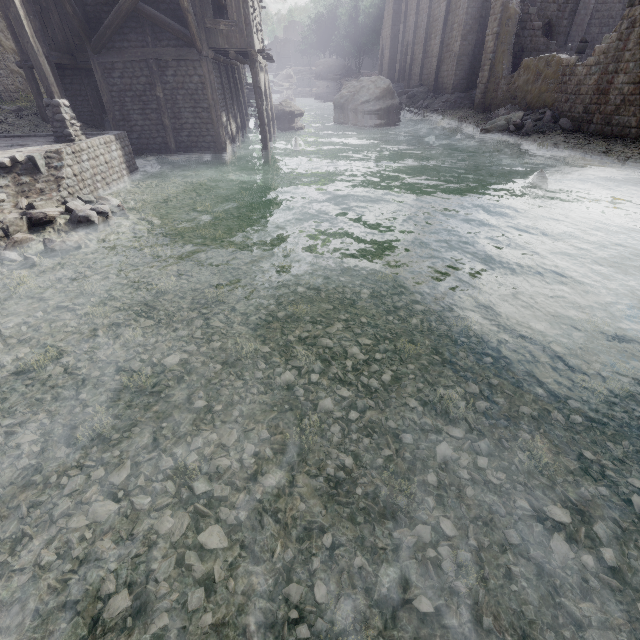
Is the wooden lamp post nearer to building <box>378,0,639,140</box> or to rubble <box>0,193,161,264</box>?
rubble <box>0,193,161,264</box>

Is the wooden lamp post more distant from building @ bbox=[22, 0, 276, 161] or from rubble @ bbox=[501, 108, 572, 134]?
rubble @ bbox=[501, 108, 572, 134]

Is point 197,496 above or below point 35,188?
below

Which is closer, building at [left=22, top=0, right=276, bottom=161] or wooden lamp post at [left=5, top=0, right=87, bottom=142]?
wooden lamp post at [left=5, top=0, right=87, bottom=142]

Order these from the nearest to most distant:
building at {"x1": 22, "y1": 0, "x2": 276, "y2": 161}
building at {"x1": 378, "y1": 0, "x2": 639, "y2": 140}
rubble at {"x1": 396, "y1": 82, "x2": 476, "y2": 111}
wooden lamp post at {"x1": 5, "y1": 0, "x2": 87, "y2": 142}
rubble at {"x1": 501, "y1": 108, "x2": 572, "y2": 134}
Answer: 1. wooden lamp post at {"x1": 5, "y1": 0, "x2": 87, "y2": 142}
2. building at {"x1": 22, "y1": 0, "x2": 276, "y2": 161}
3. building at {"x1": 378, "y1": 0, "x2": 639, "y2": 140}
4. rubble at {"x1": 501, "y1": 108, "x2": 572, "y2": 134}
5. rubble at {"x1": 396, "y1": 82, "x2": 476, "y2": 111}

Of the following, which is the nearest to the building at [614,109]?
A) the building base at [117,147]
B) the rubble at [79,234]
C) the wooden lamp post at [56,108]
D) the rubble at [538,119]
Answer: the rubble at [538,119]

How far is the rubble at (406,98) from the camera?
28.6m

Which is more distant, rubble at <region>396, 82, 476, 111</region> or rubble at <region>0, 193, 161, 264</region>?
rubble at <region>396, 82, 476, 111</region>
